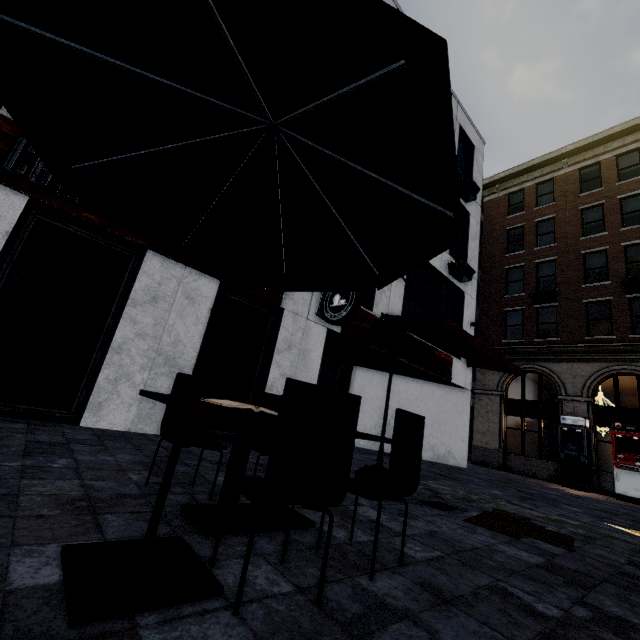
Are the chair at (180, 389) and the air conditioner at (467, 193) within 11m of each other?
no

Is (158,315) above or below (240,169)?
below

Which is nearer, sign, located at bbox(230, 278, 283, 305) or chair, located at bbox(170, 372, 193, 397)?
chair, located at bbox(170, 372, 193, 397)

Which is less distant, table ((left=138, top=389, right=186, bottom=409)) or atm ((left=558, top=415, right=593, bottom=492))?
table ((left=138, top=389, right=186, bottom=409))

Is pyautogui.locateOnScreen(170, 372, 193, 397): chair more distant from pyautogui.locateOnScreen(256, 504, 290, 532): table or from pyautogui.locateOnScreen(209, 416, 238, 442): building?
pyautogui.locateOnScreen(209, 416, 238, 442): building

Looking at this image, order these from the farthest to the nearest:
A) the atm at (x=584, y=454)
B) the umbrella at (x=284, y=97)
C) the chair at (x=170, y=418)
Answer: the atm at (x=584, y=454) → the chair at (x=170, y=418) → the umbrella at (x=284, y=97)

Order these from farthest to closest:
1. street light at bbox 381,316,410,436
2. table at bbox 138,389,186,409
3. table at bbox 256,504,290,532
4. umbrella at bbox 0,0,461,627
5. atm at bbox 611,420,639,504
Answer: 1. atm at bbox 611,420,639,504
2. street light at bbox 381,316,410,436
3. table at bbox 256,504,290,532
4. table at bbox 138,389,186,409
5. umbrella at bbox 0,0,461,627

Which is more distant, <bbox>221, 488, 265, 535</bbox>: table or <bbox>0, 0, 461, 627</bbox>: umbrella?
<bbox>221, 488, 265, 535</bbox>: table
